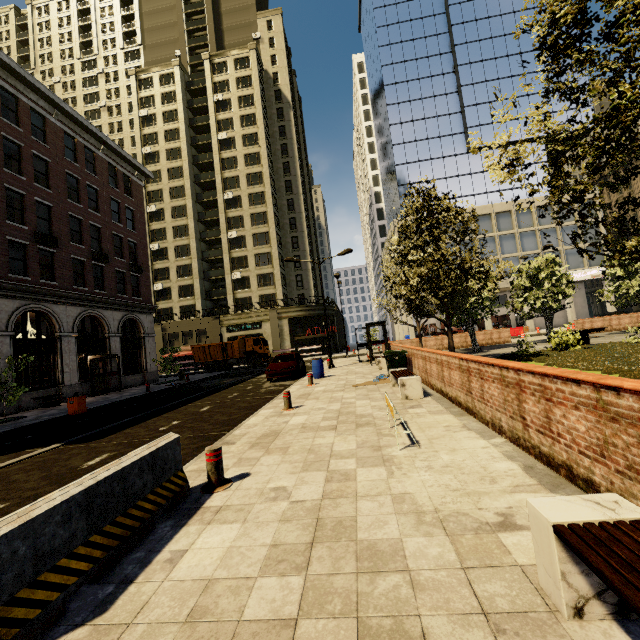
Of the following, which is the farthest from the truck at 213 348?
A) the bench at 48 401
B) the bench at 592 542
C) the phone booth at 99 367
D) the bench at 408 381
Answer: the bench at 592 542

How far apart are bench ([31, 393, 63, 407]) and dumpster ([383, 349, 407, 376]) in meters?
18.5

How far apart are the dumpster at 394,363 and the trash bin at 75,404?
13.3 meters

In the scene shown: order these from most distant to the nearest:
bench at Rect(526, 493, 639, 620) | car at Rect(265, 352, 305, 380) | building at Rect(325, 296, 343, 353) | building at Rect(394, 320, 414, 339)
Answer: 1. building at Rect(325, 296, 343, 353)
2. building at Rect(394, 320, 414, 339)
3. car at Rect(265, 352, 305, 380)
4. bench at Rect(526, 493, 639, 620)

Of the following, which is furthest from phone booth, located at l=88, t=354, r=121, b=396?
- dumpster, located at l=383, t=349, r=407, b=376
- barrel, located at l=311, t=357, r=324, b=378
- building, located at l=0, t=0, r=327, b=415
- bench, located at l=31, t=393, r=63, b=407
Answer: dumpster, located at l=383, t=349, r=407, b=376

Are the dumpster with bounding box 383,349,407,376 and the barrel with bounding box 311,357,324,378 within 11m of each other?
yes

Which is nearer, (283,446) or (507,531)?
(507,531)

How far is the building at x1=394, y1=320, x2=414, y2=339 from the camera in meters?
41.9
